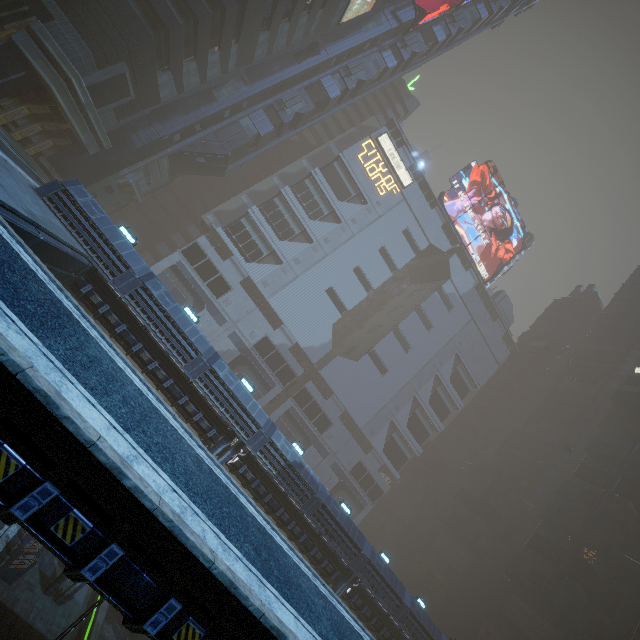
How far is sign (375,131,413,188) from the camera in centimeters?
5347cm

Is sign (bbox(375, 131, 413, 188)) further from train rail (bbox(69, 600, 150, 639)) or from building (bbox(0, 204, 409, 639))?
train rail (bbox(69, 600, 150, 639))

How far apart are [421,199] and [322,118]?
21.5 meters

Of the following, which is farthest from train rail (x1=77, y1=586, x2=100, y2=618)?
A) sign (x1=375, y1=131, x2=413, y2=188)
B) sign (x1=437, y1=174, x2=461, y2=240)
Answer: sign (x1=437, y1=174, x2=461, y2=240)

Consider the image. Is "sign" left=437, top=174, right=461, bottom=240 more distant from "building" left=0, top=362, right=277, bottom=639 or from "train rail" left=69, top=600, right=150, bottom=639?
"train rail" left=69, top=600, right=150, bottom=639

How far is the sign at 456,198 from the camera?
58.4 meters

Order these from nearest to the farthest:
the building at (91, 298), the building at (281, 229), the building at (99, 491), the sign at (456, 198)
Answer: the building at (99, 491) < the building at (91, 298) < the building at (281, 229) < the sign at (456, 198)

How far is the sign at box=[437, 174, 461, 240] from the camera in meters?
58.4
